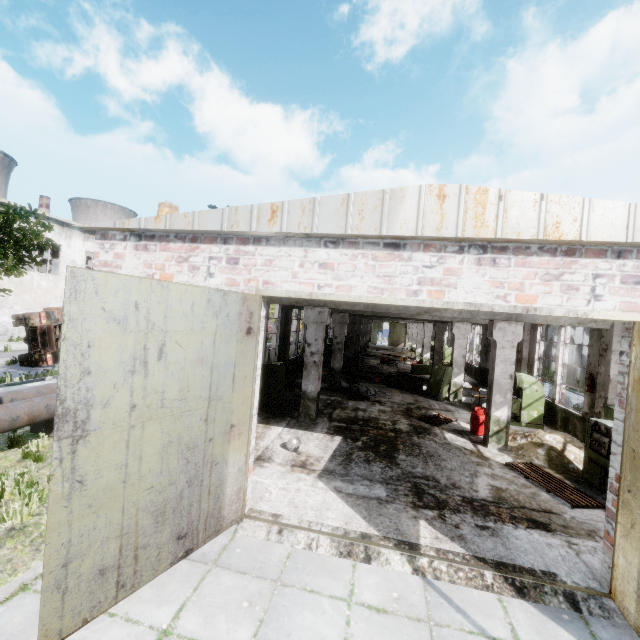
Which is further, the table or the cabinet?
the table

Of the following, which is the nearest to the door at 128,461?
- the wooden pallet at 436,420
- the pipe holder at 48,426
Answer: the pipe holder at 48,426

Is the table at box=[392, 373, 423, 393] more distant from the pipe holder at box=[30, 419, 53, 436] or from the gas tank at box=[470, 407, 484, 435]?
the pipe holder at box=[30, 419, 53, 436]

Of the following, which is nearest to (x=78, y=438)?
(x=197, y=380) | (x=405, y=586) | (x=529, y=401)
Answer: (x=197, y=380)

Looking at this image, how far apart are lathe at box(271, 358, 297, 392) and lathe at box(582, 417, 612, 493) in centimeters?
958cm

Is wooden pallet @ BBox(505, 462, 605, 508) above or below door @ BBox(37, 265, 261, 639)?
below

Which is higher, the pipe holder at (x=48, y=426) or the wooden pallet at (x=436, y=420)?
the pipe holder at (x=48, y=426)

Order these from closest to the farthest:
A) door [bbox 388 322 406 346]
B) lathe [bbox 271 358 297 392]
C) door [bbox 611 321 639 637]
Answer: door [bbox 611 321 639 637]
lathe [bbox 271 358 297 392]
door [bbox 388 322 406 346]
